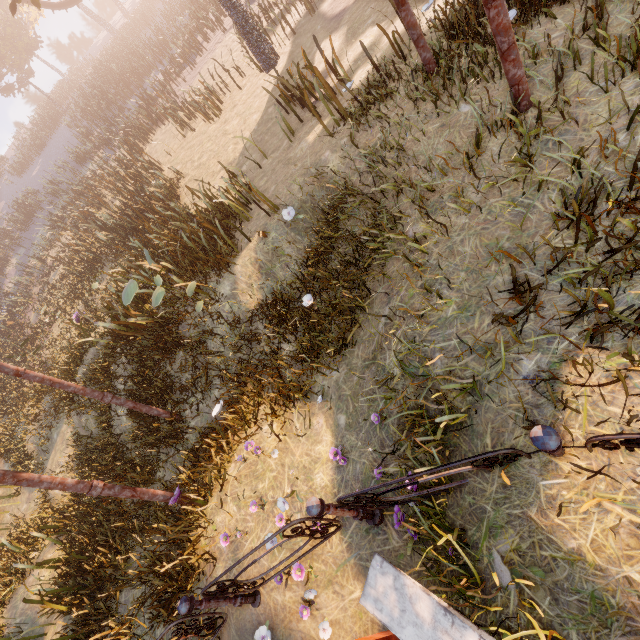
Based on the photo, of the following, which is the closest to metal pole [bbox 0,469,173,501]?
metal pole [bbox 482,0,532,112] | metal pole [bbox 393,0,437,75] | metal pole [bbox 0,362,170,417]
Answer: metal pole [bbox 0,362,170,417]

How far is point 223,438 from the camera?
5.8m

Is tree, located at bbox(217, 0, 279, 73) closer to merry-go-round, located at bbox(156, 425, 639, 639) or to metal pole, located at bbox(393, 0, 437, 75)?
metal pole, located at bbox(393, 0, 437, 75)

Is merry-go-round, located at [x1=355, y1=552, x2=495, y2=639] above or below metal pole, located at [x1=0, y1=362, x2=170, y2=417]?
below

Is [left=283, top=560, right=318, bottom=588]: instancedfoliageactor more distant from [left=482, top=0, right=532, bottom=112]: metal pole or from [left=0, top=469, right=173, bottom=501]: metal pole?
[left=482, top=0, right=532, bottom=112]: metal pole

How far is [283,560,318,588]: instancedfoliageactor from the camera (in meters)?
3.61

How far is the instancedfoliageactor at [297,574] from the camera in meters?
3.6

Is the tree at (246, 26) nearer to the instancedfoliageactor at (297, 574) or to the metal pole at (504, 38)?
the metal pole at (504, 38)
